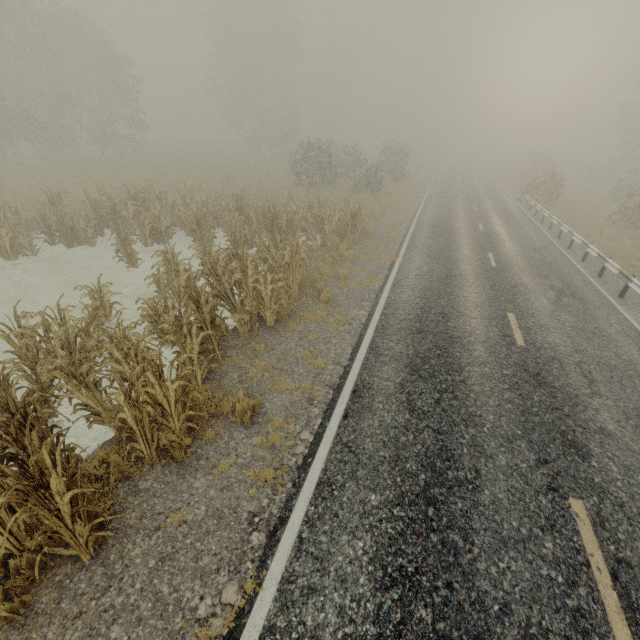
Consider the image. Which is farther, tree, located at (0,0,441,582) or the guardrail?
the guardrail

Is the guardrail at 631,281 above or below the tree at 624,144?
below

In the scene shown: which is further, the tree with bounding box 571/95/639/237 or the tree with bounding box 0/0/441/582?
the tree with bounding box 571/95/639/237

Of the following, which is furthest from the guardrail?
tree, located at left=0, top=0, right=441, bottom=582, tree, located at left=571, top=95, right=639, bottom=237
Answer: tree, located at left=571, top=95, right=639, bottom=237

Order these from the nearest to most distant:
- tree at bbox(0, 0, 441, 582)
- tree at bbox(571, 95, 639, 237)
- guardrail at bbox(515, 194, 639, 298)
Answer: tree at bbox(0, 0, 441, 582)
guardrail at bbox(515, 194, 639, 298)
tree at bbox(571, 95, 639, 237)

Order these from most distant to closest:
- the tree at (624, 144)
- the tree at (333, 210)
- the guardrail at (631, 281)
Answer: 1. the tree at (624, 144)
2. the guardrail at (631, 281)
3. the tree at (333, 210)

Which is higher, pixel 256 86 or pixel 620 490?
pixel 256 86

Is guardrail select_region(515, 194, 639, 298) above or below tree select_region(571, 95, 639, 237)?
below
